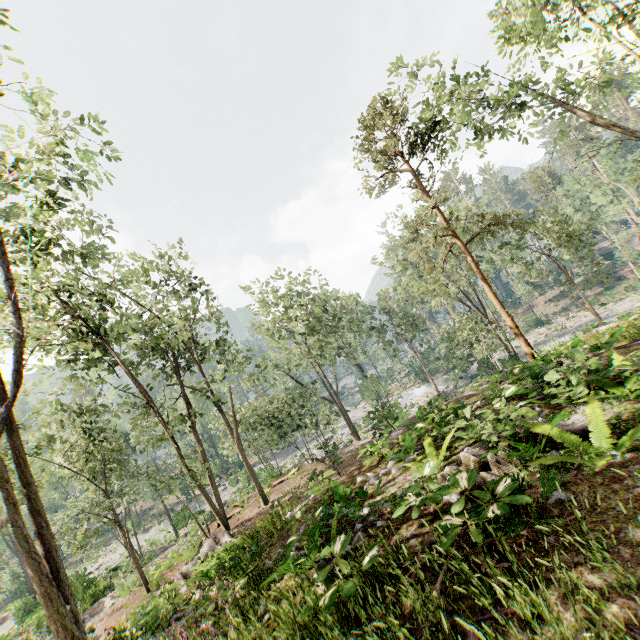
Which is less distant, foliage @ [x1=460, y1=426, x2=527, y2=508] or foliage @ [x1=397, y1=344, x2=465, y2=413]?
foliage @ [x1=460, y1=426, x2=527, y2=508]

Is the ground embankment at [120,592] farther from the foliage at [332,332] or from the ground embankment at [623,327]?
the ground embankment at [623,327]

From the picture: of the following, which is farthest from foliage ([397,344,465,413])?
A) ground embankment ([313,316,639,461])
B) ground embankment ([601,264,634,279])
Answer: ground embankment ([313,316,639,461])

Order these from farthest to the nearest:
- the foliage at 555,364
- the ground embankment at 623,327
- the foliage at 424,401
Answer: the foliage at 424,401 → the ground embankment at 623,327 → the foliage at 555,364

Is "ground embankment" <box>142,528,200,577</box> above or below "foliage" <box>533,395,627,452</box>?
below

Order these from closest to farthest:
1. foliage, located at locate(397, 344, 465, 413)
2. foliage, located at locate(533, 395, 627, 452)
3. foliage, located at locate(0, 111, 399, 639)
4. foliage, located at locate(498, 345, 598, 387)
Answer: foliage, located at locate(533, 395, 627, 452)
foliage, located at locate(498, 345, 598, 387)
foliage, located at locate(0, 111, 399, 639)
foliage, located at locate(397, 344, 465, 413)

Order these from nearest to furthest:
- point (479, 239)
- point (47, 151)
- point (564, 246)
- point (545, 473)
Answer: point (545, 473) → point (47, 151) → point (564, 246) → point (479, 239)
